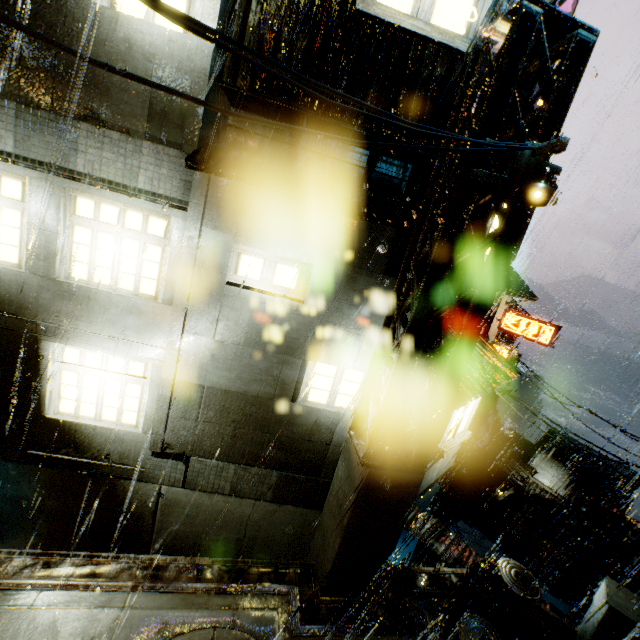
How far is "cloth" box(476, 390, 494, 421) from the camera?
23.75m

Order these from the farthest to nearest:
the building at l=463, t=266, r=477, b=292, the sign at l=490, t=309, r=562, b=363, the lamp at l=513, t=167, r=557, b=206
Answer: the sign at l=490, t=309, r=562, b=363 < the building at l=463, t=266, r=477, b=292 < the lamp at l=513, t=167, r=557, b=206

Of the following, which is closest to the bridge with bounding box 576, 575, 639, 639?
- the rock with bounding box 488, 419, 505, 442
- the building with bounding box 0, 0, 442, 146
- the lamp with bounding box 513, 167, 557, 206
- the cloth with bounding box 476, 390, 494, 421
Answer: the building with bounding box 0, 0, 442, 146

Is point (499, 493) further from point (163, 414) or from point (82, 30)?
point (82, 30)

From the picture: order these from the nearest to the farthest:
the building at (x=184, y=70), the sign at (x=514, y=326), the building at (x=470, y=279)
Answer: the building at (x=184, y=70) → the building at (x=470, y=279) → the sign at (x=514, y=326)

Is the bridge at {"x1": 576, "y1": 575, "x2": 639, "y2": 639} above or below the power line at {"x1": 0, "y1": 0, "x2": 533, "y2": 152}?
below

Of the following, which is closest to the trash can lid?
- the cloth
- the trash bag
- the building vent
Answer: the trash bag

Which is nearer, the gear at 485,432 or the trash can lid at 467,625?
the trash can lid at 467,625
